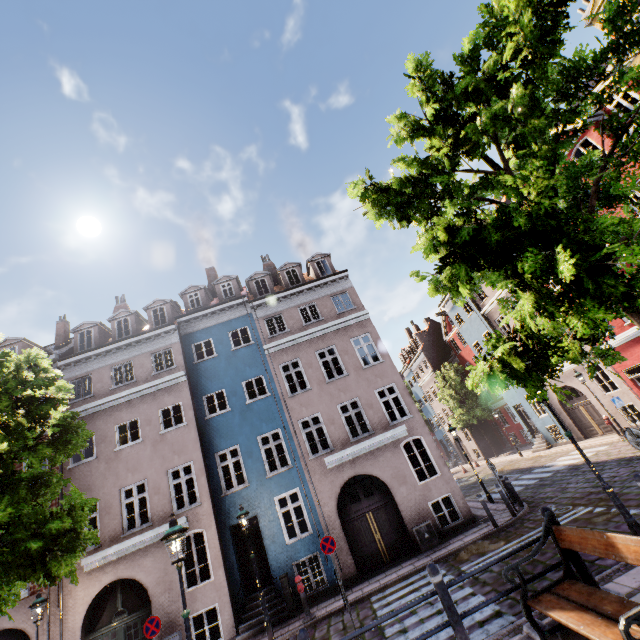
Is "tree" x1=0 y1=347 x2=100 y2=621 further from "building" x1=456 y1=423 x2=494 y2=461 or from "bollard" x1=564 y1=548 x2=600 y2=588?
"building" x1=456 y1=423 x2=494 y2=461

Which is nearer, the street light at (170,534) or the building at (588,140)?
the street light at (170,534)

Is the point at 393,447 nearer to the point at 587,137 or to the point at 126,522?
the point at 126,522

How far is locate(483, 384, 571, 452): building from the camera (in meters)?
22.73

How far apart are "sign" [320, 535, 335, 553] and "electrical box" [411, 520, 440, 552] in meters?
3.4 m

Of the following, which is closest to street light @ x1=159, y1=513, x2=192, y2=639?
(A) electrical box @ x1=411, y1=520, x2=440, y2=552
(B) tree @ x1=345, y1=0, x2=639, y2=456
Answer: (B) tree @ x1=345, y1=0, x2=639, y2=456

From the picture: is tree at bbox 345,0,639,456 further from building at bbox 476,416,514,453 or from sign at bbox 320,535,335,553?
sign at bbox 320,535,335,553

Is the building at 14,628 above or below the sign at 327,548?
above
